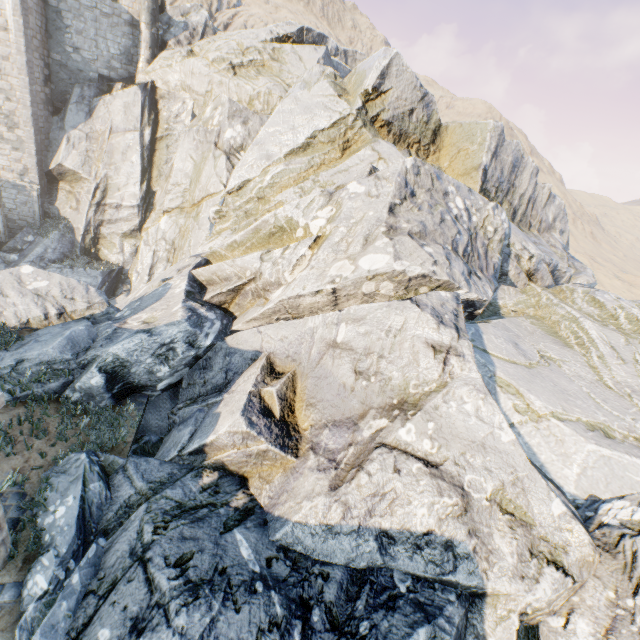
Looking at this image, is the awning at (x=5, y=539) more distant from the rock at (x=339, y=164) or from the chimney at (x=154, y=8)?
the chimney at (x=154, y=8)

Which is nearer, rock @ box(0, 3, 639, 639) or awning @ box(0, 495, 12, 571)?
rock @ box(0, 3, 639, 639)

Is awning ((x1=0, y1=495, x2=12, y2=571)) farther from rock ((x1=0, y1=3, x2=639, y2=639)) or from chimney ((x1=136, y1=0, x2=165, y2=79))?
chimney ((x1=136, y1=0, x2=165, y2=79))

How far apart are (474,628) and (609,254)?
63.06m

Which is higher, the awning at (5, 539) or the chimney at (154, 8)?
the chimney at (154, 8)

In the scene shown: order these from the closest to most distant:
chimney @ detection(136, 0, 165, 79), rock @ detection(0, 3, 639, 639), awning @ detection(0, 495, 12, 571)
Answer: rock @ detection(0, 3, 639, 639), awning @ detection(0, 495, 12, 571), chimney @ detection(136, 0, 165, 79)

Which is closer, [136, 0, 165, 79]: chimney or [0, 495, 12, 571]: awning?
[0, 495, 12, 571]: awning

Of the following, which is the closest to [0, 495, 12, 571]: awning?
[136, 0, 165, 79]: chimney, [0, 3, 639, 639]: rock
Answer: [0, 3, 639, 639]: rock
